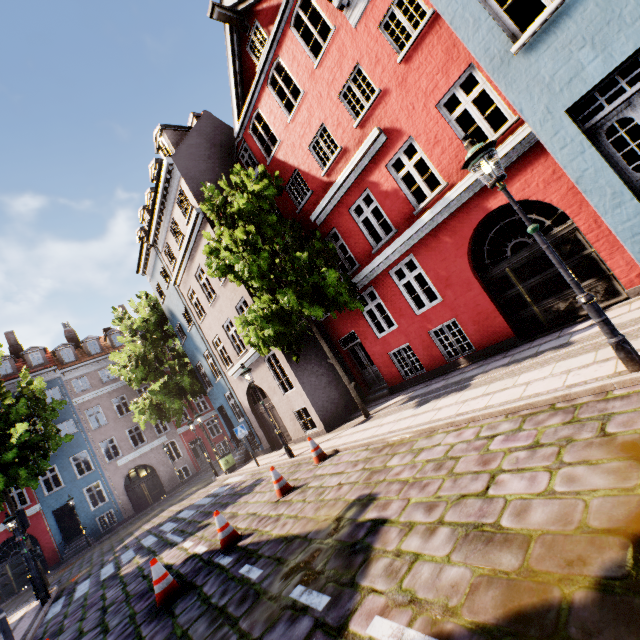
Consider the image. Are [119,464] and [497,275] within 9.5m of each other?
no

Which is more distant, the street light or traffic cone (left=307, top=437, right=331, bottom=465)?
traffic cone (left=307, top=437, right=331, bottom=465)

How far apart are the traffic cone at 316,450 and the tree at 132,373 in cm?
1557

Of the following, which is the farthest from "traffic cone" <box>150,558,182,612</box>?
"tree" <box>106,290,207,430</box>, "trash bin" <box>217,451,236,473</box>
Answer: "tree" <box>106,290,207,430</box>

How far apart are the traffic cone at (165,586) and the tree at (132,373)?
16.5 meters

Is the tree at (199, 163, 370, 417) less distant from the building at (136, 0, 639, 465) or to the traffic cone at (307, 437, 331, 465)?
the building at (136, 0, 639, 465)

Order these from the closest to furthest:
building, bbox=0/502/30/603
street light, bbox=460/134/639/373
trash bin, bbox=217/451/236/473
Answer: street light, bbox=460/134/639/373 → trash bin, bbox=217/451/236/473 → building, bbox=0/502/30/603

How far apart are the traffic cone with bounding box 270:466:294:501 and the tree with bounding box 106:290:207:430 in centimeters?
1574cm
